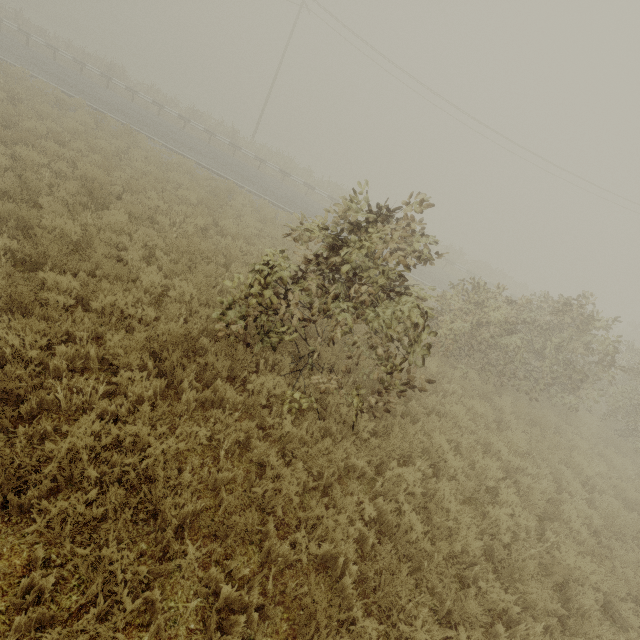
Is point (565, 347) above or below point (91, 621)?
above
